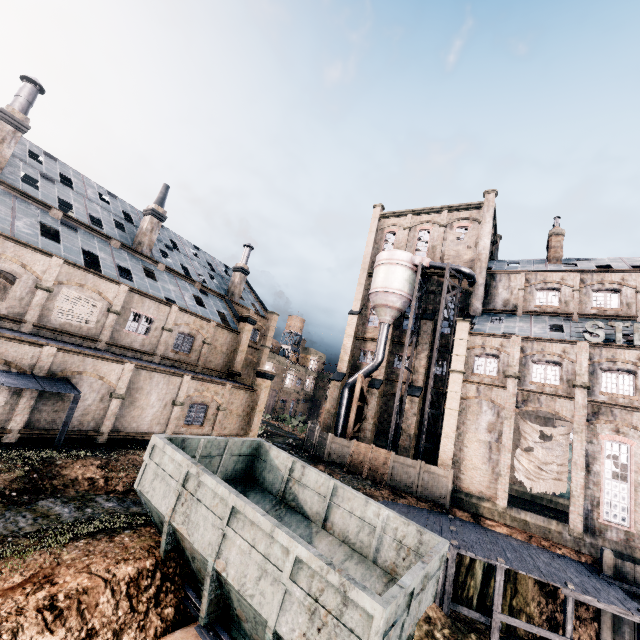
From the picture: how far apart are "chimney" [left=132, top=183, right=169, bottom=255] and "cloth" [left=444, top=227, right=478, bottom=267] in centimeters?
3103cm

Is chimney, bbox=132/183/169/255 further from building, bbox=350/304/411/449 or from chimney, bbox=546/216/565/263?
chimney, bbox=546/216/565/263

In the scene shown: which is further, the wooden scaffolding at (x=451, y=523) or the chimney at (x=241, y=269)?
the chimney at (x=241, y=269)

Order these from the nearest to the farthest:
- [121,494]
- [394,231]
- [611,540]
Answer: [121,494] < [611,540] < [394,231]

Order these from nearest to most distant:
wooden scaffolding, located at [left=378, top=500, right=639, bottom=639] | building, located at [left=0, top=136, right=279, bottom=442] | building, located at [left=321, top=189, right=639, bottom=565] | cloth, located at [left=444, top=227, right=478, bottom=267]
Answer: wooden scaffolding, located at [left=378, top=500, right=639, bottom=639]
building, located at [left=0, top=136, right=279, bottom=442]
building, located at [left=321, top=189, right=639, bottom=565]
cloth, located at [left=444, top=227, right=478, bottom=267]

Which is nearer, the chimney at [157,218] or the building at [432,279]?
the chimney at [157,218]

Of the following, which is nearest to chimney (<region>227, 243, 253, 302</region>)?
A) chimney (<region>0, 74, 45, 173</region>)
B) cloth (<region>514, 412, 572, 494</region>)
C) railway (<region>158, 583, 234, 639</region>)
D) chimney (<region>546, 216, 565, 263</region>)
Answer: chimney (<region>0, 74, 45, 173</region>)

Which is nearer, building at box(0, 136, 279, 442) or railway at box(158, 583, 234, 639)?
railway at box(158, 583, 234, 639)
